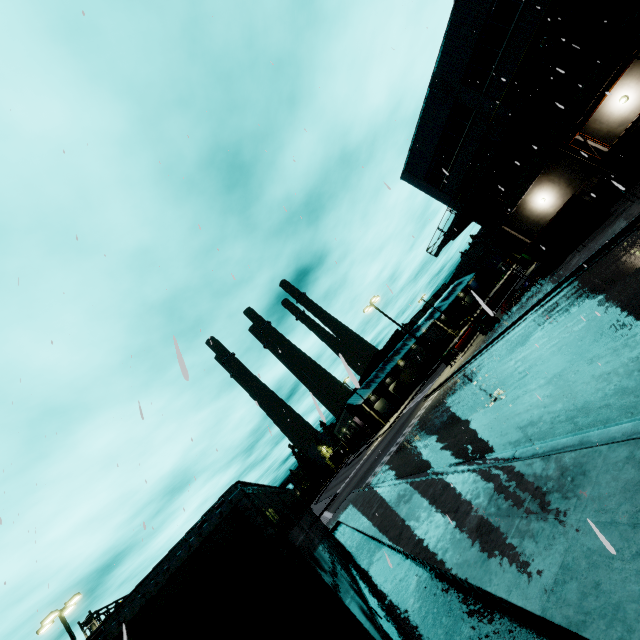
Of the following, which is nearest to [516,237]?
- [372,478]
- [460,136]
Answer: [460,136]

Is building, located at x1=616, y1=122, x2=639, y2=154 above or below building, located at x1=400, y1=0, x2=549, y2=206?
below

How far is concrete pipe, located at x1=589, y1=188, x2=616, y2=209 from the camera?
19.1m

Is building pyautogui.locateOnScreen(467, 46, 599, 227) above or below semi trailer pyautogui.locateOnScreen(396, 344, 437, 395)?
above

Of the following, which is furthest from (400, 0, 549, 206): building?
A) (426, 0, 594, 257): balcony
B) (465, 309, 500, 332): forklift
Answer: (465, 309, 500, 332): forklift

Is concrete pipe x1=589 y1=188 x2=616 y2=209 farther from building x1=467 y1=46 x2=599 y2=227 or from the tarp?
the tarp

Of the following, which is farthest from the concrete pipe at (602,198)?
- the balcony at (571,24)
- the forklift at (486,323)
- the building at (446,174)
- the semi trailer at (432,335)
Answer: the semi trailer at (432,335)

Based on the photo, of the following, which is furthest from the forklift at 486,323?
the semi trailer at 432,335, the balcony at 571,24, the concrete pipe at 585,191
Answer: the concrete pipe at 585,191
